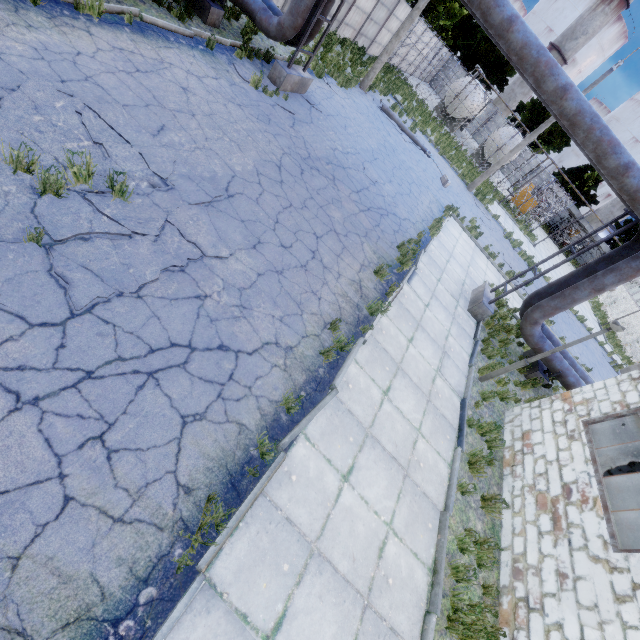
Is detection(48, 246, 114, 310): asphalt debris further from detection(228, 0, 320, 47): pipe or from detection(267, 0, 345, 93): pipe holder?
detection(267, 0, 345, 93): pipe holder

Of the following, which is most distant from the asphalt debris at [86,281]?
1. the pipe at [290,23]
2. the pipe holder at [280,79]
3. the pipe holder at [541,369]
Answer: the pipe holder at [541,369]

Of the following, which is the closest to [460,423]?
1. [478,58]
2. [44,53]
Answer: [44,53]

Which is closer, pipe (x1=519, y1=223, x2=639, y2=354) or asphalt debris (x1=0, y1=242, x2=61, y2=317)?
asphalt debris (x1=0, y1=242, x2=61, y2=317)

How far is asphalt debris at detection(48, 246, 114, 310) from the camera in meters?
3.8 m

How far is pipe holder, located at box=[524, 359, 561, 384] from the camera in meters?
10.9

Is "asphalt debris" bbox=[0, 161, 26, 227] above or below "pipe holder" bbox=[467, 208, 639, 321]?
below

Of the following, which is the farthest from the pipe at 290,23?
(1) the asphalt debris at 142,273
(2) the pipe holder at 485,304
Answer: (1) the asphalt debris at 142,273
